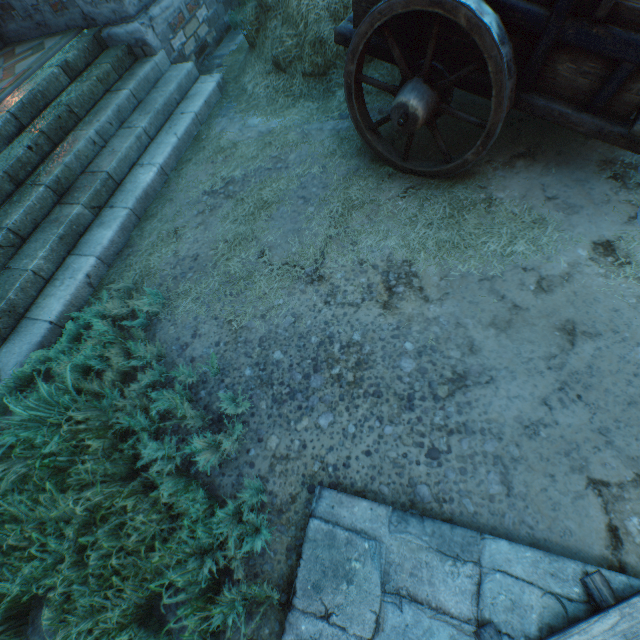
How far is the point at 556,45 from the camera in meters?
2.1

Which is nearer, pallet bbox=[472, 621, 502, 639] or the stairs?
pallet bbox=[472, 621, 502, 639]

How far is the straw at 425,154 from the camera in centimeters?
325cm

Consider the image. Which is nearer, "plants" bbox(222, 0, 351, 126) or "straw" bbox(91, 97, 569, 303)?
"straw" bbox(91, 97, 569, 303)

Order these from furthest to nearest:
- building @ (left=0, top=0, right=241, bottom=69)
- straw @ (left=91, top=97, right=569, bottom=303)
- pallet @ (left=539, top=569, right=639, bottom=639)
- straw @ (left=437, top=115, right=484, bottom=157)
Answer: building @ (left=0, top=0, right=241, bottom=69) → straw @ (left=437, top=115, right=484, bottom=157) → straw @ (left=91, top=97, right=569, bottom=303) → pallet @ (left=539, top=569, right=639, bottom=639)

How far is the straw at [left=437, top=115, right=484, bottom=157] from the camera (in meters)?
3.22

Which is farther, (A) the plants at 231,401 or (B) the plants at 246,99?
(B) the plants at 246,99

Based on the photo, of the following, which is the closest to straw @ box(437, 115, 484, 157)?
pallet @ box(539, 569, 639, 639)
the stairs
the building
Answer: the stairs
